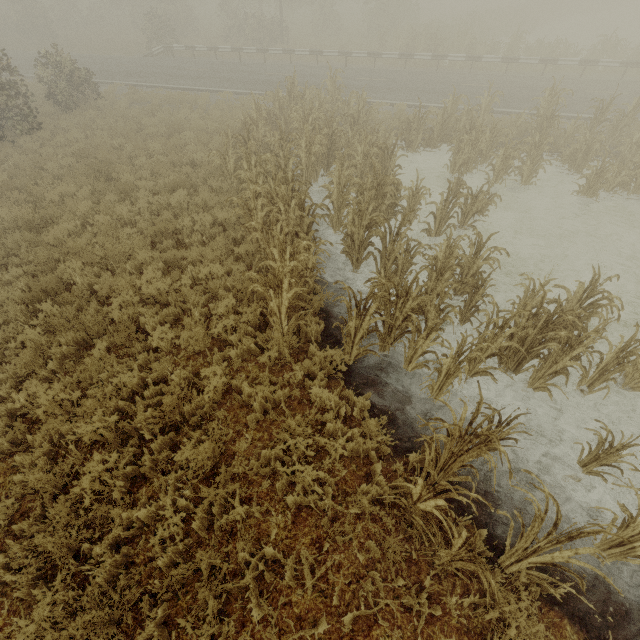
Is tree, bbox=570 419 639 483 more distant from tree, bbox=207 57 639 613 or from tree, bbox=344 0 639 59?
tree, bbox=344 0 639 59

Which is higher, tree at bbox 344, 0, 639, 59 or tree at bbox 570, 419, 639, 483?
tree at bbox 344, 0, 639, 59

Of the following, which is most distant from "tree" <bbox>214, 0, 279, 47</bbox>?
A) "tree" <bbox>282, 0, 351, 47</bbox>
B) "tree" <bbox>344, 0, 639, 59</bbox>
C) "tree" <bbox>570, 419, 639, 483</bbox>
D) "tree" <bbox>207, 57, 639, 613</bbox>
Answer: "tree" <bbox>344, 0, 639, 59</bbox>

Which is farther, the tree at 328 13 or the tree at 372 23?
the tree at 328 13

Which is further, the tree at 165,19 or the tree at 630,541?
the tree at 165,19

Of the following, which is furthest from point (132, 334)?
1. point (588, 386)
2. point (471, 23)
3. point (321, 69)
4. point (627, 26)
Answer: point (627, 26)

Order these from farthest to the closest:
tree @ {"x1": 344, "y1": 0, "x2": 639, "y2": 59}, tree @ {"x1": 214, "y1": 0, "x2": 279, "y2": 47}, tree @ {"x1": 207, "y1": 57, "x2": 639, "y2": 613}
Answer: tree @ {"x1": 214, "y1": 0, "x2": 279, "y2": 47} → tree @ {"x1": 344, "y1": 0, "x2": 639, "y2": 59} → tree @ {"x1": 207, "y1": 57, "x2": 639, "y2": 613}

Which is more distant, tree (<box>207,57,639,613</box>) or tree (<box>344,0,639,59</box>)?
tree (<box>344,0,639,59</box>)
